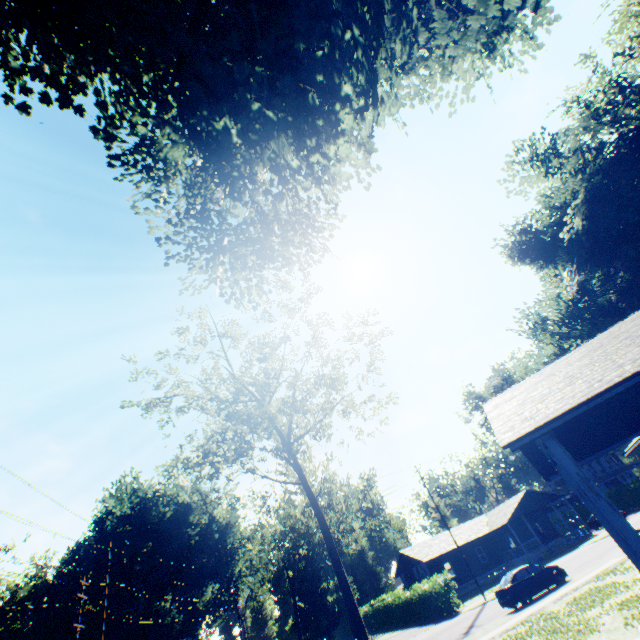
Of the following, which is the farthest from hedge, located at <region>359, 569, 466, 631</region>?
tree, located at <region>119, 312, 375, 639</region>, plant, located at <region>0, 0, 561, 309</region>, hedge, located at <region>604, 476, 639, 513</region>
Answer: hedge, located at <region>604, 476, 639, 513</region>

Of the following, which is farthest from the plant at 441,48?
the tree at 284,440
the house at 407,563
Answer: the house at 407,563

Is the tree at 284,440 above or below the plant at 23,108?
below

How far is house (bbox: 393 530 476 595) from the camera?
38.8m

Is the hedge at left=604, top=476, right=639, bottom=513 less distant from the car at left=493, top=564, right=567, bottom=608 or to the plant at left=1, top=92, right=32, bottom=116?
the plant at left=1, top=92, right=32, bottom=116

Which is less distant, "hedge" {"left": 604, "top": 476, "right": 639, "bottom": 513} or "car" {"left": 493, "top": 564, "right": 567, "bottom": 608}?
"car" {"left": 493, "top": 564, "right": 567, "bottom": 608}

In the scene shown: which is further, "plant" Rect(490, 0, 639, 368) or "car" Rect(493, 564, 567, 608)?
"car" Rect(493, 564, 567, 608)

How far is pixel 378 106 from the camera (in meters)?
15.23
